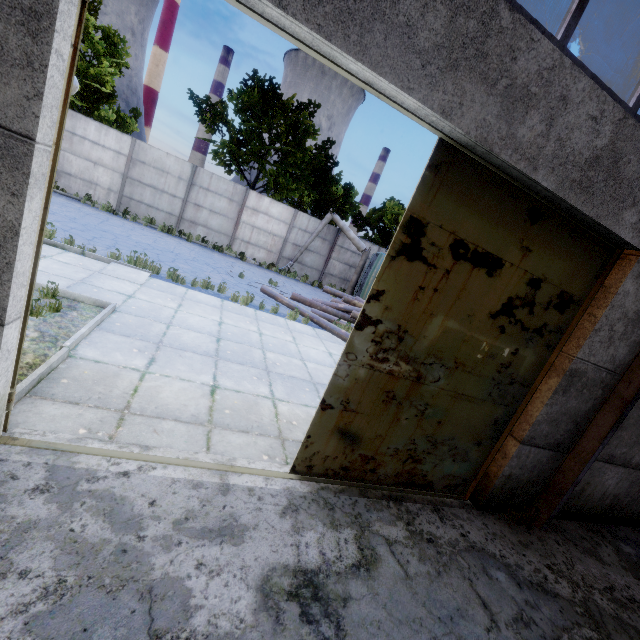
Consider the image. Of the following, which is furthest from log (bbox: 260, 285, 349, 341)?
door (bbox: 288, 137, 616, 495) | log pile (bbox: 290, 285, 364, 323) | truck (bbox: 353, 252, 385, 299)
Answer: door (bbox: 288, 137, 616, 495)

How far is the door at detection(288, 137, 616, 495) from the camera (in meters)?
3.19

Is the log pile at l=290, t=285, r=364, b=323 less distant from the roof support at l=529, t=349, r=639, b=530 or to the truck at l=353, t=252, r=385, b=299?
the truck at l=353, t=252, r=385, b=299

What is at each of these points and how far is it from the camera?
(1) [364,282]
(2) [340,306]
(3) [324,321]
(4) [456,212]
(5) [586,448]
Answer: (1) truck, 18.2m
(2) log pile, 13.4m
(3) log, 10.8m
(4) door, 3.2m
(5) roof support, 4.5m

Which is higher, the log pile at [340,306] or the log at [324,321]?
the log pile at [340,306]

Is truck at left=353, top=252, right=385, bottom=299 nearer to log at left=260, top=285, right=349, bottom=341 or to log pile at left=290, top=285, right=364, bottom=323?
log pile at left=290, top=285, right=364, bottom=323

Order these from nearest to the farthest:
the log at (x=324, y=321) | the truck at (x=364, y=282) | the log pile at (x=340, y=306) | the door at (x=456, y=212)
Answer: the door at (x=456, y=212), the log at (x=324, y=321), the log pile at (x=340, y=306), the truck at (x=364, y=282)

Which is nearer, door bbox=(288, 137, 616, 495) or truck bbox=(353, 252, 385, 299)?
door bbox=(288, 137, 616, 495)
